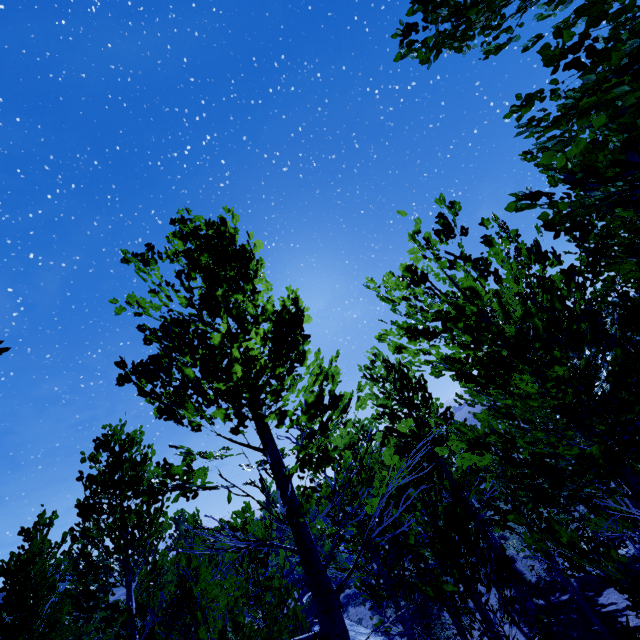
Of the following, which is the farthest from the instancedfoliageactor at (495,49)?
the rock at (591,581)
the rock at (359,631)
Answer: the rock at (359,631)

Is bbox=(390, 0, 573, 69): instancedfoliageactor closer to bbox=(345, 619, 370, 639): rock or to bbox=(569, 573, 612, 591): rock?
bbox=(569, 573, 612, 591): rock

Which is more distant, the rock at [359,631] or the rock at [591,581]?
the rock at [591,581]

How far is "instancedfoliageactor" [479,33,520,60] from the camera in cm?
171

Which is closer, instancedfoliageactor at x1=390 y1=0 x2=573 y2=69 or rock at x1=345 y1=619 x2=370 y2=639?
instancedfoliageactor at x1=390 y1=0 x2=573 y2=69

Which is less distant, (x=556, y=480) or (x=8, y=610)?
(x=556, y=480)

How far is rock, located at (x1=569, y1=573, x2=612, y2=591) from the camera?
16.61m
